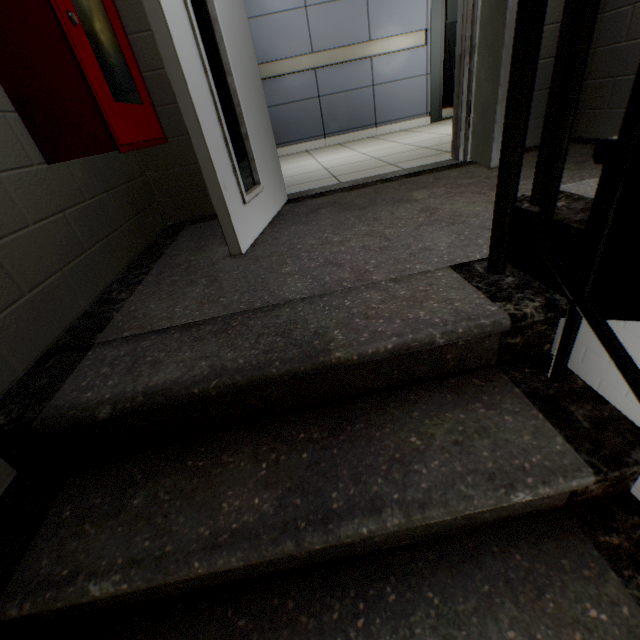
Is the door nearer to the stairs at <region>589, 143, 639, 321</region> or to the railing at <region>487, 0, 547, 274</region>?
the stairs at <region>589, 143, 639, 321</region>

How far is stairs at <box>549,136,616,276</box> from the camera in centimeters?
64cm

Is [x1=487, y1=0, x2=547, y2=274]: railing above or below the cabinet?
below

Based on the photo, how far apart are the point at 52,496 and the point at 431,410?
0.96m

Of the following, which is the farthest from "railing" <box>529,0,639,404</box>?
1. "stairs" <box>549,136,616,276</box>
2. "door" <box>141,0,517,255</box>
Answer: "door" <box>141,0,517,255</box>

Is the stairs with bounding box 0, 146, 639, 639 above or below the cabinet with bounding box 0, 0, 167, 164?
below

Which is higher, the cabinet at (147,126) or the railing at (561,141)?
the cabinet at (147,126)

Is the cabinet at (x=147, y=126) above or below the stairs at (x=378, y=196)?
above
